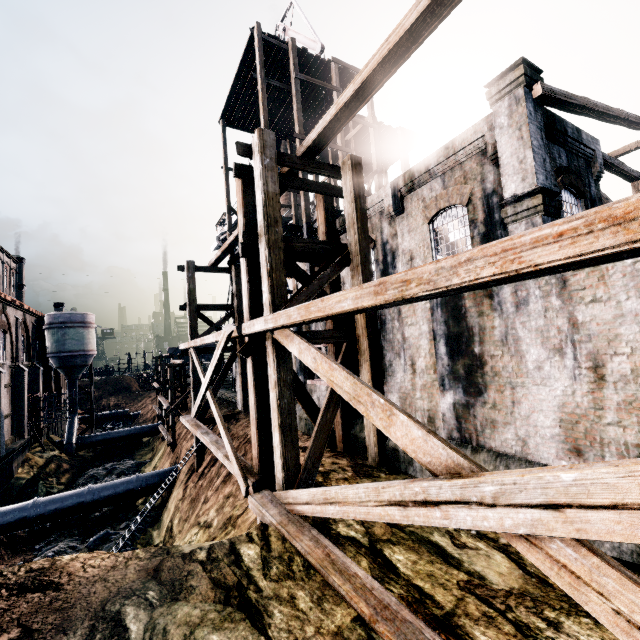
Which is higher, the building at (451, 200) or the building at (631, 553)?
the building at (451, 200)

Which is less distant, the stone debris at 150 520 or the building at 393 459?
the building at 393 459

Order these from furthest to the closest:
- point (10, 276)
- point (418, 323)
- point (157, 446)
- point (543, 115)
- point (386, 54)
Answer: point (10, 276) → point (157, 446) → point (543, 115) → point (418, 323) → point (386, 54)

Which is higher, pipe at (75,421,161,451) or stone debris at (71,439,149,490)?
pipe at (75,421,161,451)

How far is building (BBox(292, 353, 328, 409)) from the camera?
14.40m

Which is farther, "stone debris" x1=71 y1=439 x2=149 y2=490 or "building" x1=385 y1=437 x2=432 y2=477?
"stone debris" x1=71 y1=439 x2=149 y2=490

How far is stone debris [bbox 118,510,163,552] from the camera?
18.6m

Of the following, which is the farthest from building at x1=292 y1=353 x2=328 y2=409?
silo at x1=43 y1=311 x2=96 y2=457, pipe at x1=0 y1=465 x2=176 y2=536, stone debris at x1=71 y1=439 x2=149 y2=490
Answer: stone debris at x1=71 y1=439 x2=149 y2=490
